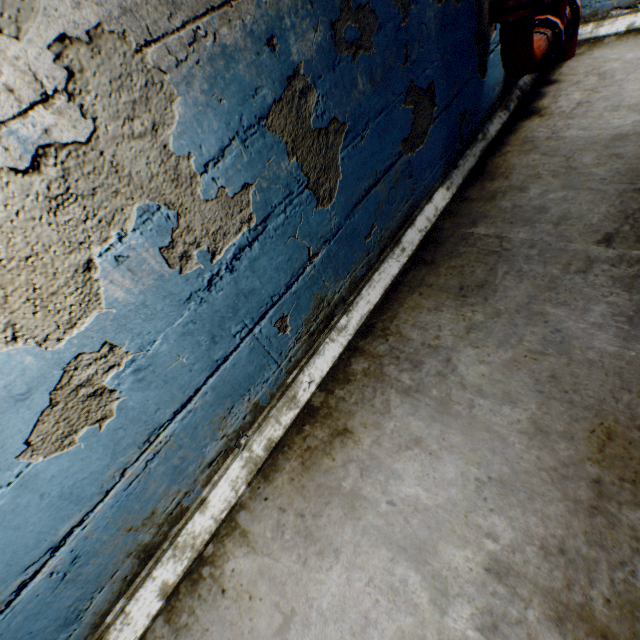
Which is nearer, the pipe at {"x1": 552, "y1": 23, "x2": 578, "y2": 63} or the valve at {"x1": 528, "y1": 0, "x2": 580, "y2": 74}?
the valve at {"x1": 528, "y1": 0, "x2": 580, "y2": 74}

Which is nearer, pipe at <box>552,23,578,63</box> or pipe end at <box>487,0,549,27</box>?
pipe end at <box>487,0,549,27</box>

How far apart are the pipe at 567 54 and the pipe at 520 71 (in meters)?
0.67

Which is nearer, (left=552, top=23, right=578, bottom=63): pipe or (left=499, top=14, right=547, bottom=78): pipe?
(left=499, top=14, right=547, bottom=78): pipe

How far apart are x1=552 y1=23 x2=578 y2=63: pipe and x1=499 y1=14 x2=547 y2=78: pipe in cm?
67

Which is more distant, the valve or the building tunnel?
the valve

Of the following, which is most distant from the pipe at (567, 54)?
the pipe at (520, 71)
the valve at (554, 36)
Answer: the pipe at (520, 71)

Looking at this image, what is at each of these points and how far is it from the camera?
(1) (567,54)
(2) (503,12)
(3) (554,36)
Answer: (1) pipe, 3.3 meters
(2) pipe end, 2.2 meters
(3) valve, 2.6 meters
